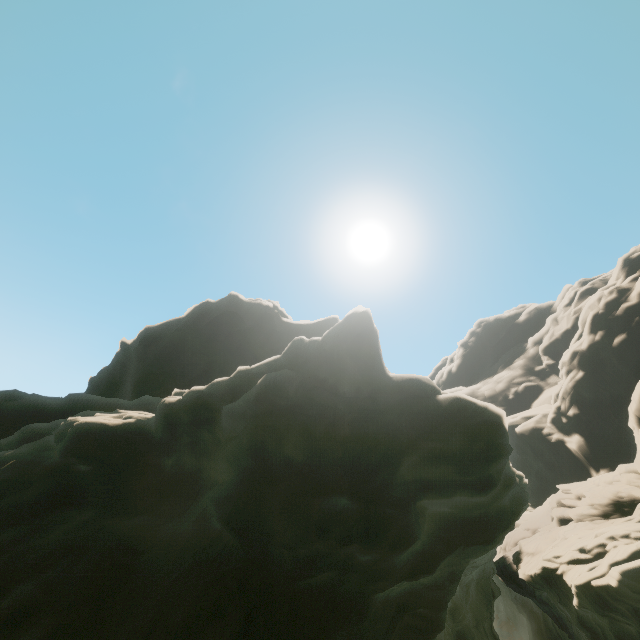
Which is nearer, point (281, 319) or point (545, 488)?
point (545, 488)
